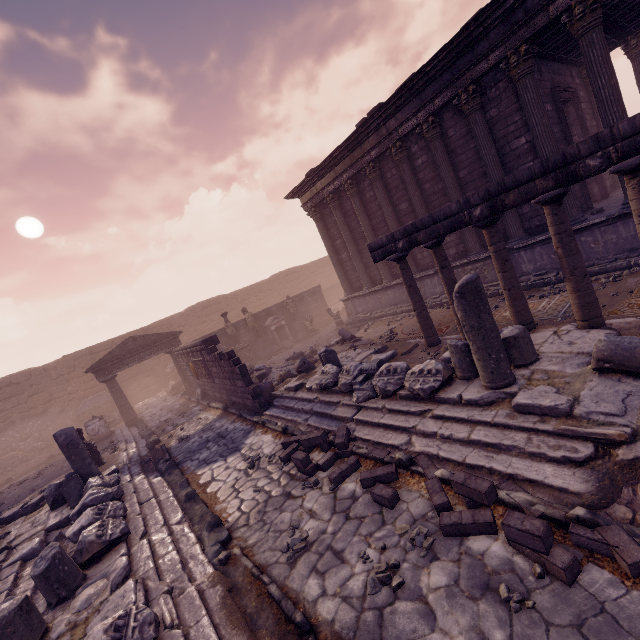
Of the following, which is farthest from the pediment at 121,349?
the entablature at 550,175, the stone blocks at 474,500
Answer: the stone blocks at 474,500

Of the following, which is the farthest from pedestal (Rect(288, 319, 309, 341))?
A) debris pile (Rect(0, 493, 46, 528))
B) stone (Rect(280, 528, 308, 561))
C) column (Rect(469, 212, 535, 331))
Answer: stone (Rect(280, 528, 308, 561))

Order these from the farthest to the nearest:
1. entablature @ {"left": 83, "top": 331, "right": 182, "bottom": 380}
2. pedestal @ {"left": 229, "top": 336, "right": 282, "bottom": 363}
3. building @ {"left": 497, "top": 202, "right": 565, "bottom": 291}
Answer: pedestal @ {"left": 229, "top": 336, "right": 282, "bottom": 363}
entablature @ {"left": 83, "top": 331, "right": 182, "bottom": 380}
building @ {"left": 497, "top": 202, "right": 565, "bottom": 291}

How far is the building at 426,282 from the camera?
12.7 meters

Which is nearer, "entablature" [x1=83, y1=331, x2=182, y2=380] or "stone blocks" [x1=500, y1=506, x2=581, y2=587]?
"stone blocks" [x1=500, y1=506, x2=581, y2=587]

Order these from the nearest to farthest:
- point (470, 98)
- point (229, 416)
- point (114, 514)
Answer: point (114, 514), point (470, 98), point (229, 416)

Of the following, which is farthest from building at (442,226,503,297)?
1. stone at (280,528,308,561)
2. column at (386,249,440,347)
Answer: stone at (280,528,308,561)

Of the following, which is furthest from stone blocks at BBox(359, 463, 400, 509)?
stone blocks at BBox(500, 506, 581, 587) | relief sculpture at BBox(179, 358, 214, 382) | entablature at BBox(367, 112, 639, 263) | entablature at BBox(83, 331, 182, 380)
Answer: entablature at BBox(83, 331, 182, 380)
